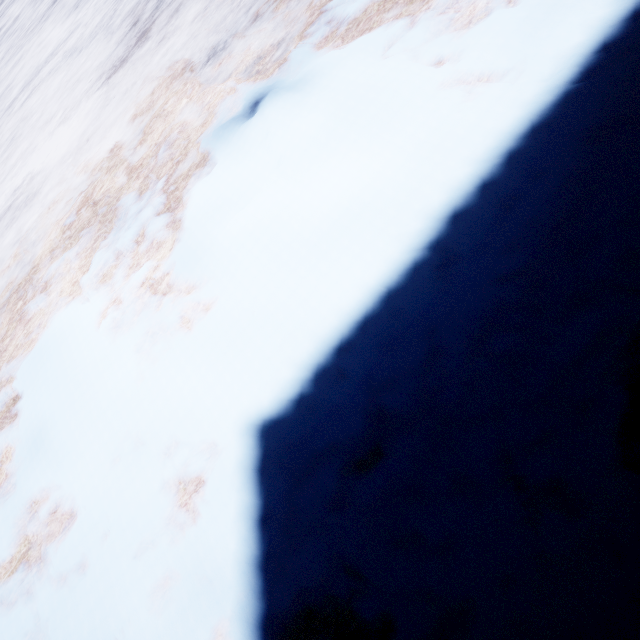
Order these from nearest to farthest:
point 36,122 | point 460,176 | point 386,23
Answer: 1. point 460,176
2. point 386,23
3. point 36,122
